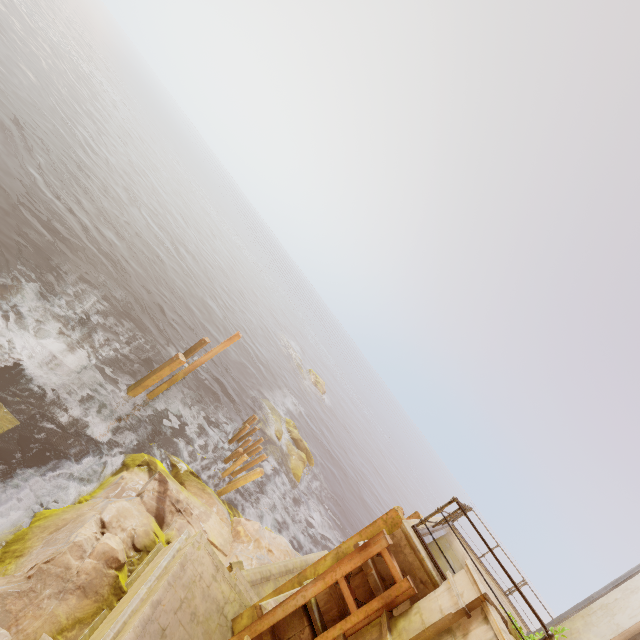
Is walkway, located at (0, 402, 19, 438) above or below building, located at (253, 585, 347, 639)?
below

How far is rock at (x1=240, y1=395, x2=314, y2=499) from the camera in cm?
2197

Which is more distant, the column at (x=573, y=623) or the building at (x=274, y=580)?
the building at (x=274, y=580)

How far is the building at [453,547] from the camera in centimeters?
752cm

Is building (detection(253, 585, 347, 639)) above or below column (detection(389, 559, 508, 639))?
below

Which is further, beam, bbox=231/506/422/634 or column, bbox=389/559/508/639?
beam, bbox=231/506/422/634

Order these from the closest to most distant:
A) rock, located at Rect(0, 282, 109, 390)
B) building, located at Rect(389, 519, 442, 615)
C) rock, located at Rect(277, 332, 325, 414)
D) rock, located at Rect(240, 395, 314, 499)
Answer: building, located at Rect(389, 519, 442, 615) → rock, located at Rect(0, 282, 109, 390) → rock, located at Rect(240, 395, 314, 499) → rock, located at Rect(277, 332, 325, 414)

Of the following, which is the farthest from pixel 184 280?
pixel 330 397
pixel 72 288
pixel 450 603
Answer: pixel 330 397
